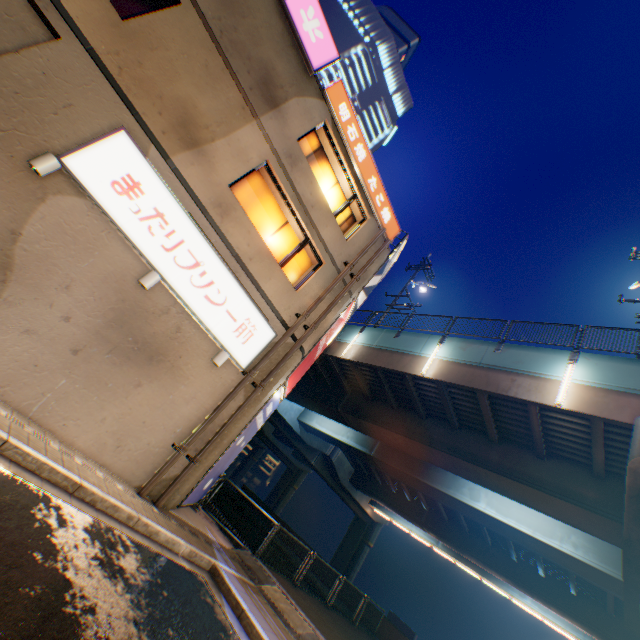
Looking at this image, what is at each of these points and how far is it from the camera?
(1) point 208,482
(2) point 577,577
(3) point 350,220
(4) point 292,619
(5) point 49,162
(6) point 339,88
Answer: (1) billboard, 10.33m
(2) overpass support, 19.78m
(3) window glass, 12.73m
(4) concrete curb, 7.68m
(5) street lamp, 5.95m
(6) sign, 10.88m

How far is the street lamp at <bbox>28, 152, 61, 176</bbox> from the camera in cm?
585

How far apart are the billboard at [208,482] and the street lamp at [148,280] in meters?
5.0 m

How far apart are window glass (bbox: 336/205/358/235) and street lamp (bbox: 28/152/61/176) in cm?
660

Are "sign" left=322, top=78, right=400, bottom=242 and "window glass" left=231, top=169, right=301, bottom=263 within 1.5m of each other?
no

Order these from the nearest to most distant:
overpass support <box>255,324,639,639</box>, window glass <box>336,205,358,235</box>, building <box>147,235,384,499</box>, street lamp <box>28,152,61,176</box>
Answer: street lamp <box>28,152,61,176</box>
building <box>147,235,384,499</box>
overpass support <box>255,324,639,639</box>
window glass <box>336,205,358,235</box>

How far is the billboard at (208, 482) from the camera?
9.54m

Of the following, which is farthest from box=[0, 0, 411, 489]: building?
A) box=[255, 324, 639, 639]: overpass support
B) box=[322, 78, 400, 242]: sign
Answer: box=[255, 324, 639, 639]: overpass support
